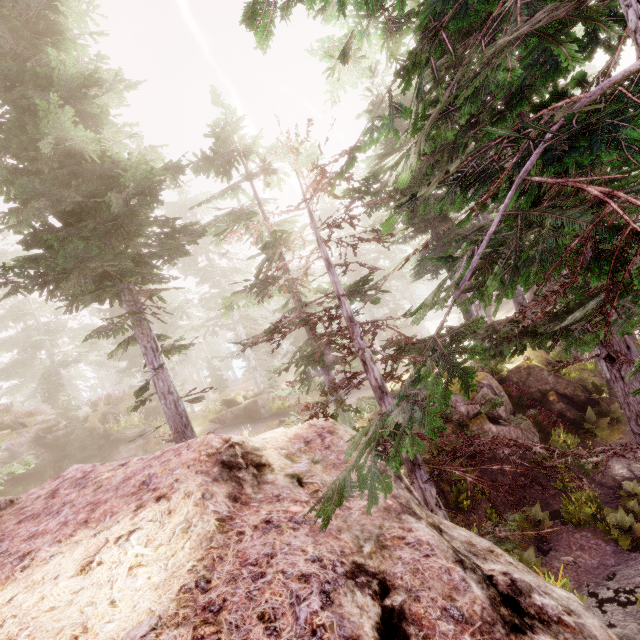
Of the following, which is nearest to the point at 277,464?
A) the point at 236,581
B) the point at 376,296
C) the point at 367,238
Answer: the point at 236,581

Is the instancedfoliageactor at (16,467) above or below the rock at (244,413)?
above

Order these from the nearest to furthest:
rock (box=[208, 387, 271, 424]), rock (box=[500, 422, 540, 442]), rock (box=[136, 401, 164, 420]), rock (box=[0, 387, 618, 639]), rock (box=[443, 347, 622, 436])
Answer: rock (box=[0, 387, 618, 639]) < rock (box=[500, 422, 540, 442]) < rock (box=[443, 347, 622, 436]) < rock (box=[136, 401, 164, 420]) < rock (box=[208, 387, 271, 424])

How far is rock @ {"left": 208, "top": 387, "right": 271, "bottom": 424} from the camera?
23.95m

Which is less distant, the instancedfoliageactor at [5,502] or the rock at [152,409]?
the instancedfoliageactor at [5,502]

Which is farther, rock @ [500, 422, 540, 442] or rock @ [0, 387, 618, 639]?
rock @ [500, 422, 540, 442]
